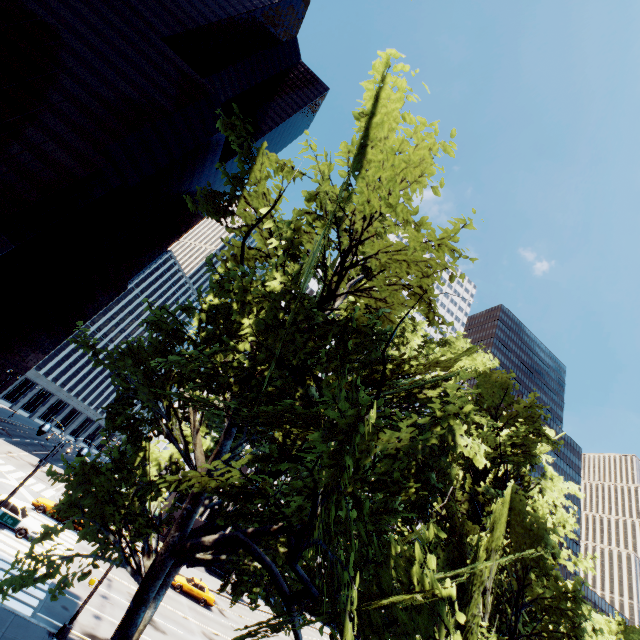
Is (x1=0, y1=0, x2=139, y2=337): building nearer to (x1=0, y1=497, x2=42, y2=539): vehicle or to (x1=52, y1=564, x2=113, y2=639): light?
(x1=0, y1=497, x2=42, y2=539): vehicle

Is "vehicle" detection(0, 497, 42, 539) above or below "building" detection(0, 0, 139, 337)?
below

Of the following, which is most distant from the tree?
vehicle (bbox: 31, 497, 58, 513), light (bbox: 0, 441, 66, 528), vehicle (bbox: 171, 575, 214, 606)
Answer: vehicle (bbox: 31, 497, 58, 513)

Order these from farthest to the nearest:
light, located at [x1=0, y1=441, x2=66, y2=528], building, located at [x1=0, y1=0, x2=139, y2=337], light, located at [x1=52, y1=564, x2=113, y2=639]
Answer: building, located at [x1=0, y1=0, x2=139, y2=337], light, located at [x1=52, y1=564, x2=113, y2=639], light, located at [x1=0, y1=441, x2=66, y2=528]

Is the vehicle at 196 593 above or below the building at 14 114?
below

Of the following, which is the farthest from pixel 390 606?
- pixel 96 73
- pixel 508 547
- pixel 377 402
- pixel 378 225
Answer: pixel 96 73

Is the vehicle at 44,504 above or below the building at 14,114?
below

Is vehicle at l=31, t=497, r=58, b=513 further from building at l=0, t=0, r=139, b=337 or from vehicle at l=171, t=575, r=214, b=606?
building at l=0, t=0, r=139, b=337
